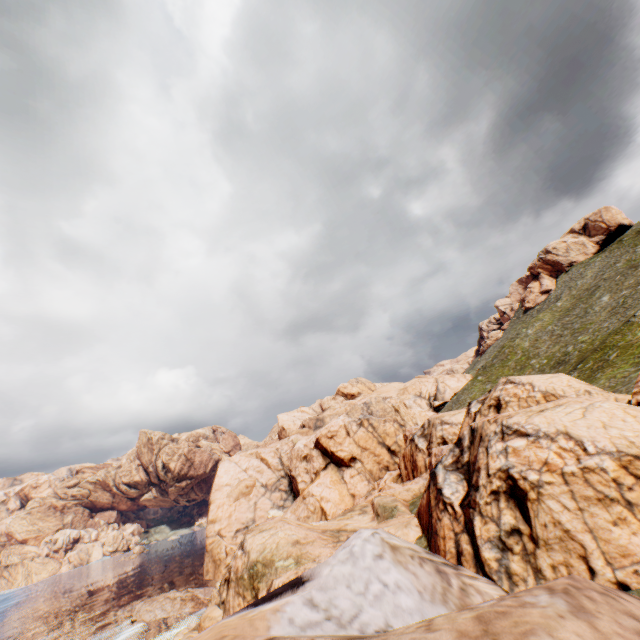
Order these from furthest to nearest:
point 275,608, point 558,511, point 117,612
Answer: point 117,612
point 558,511
point 275,608
